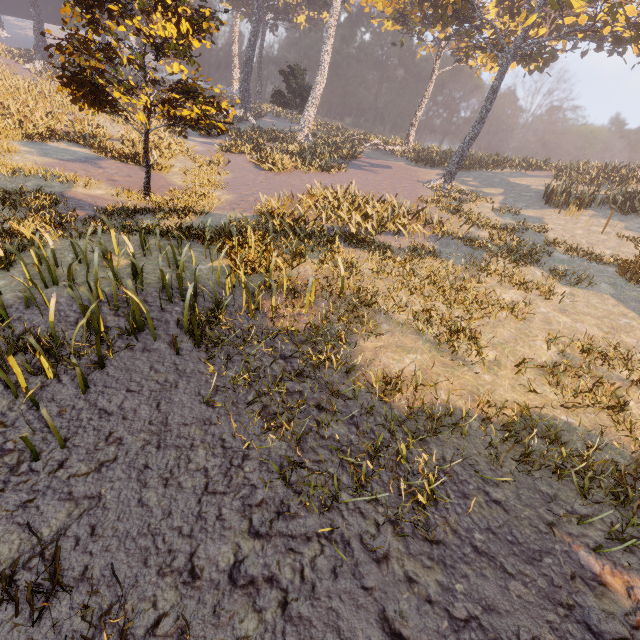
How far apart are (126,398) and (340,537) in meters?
3.5 m
